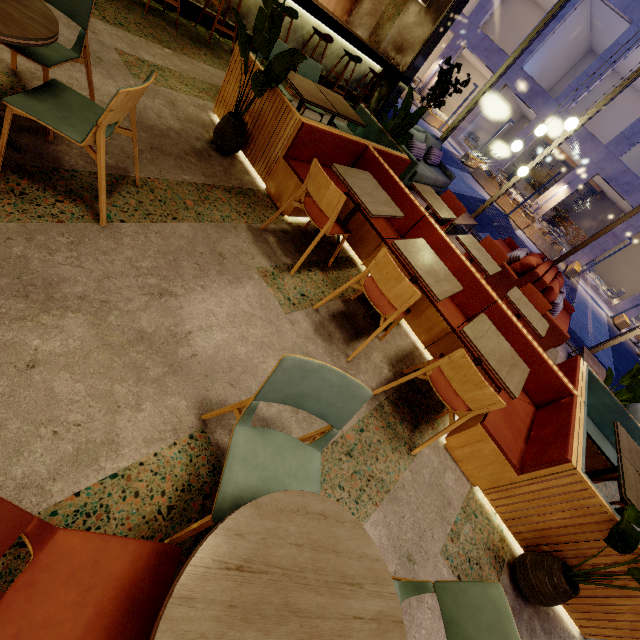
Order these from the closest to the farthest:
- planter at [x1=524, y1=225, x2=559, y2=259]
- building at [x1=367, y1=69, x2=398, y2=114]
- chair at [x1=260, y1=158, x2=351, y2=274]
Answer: chair at [x1=260, y1=158, x2=351, y2=274] → building at [x1=367, y1=69, x2=398, y2=114] → planter at [x1=524, y1=225, x2=559, y2=259]

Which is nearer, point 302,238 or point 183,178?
point 183,178

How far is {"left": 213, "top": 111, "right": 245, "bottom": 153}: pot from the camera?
3.2m

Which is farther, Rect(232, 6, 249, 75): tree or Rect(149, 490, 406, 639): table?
Rect(232, 6, 249, 75): tree

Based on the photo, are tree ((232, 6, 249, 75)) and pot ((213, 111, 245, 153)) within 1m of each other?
yes

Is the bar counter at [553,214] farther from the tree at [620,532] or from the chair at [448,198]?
the tree at [620,532]

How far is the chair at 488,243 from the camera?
4.7m

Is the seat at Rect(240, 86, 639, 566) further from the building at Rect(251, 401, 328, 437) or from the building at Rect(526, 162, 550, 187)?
the building at Rect(526, 162, 550, 187)
